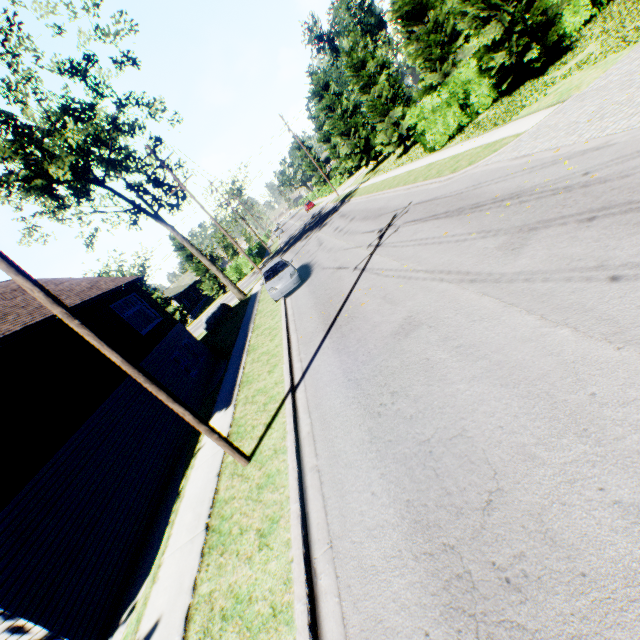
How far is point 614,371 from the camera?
3.3m

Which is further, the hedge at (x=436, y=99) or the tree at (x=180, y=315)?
the tree at (x=180, y=315)

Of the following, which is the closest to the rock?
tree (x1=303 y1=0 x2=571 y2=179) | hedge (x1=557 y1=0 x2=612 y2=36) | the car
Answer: → the car

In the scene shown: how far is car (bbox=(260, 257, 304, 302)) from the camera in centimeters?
1606cm

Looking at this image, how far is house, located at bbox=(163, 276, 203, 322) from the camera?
50.72m

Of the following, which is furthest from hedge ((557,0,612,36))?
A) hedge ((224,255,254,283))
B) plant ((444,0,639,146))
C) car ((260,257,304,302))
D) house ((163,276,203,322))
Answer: house ((163,276,203,322))

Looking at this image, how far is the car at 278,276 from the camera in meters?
16.1

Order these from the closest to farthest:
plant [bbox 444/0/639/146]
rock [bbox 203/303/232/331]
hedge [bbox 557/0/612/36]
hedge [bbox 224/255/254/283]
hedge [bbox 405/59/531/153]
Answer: plant [bbox 444/0/639/146], hedge [bbox 557/0/612/36], hedge [bbox 405/59/531/153], rock [bbox 203/303/232/331], hedge [bbox 224/255/254/283]
